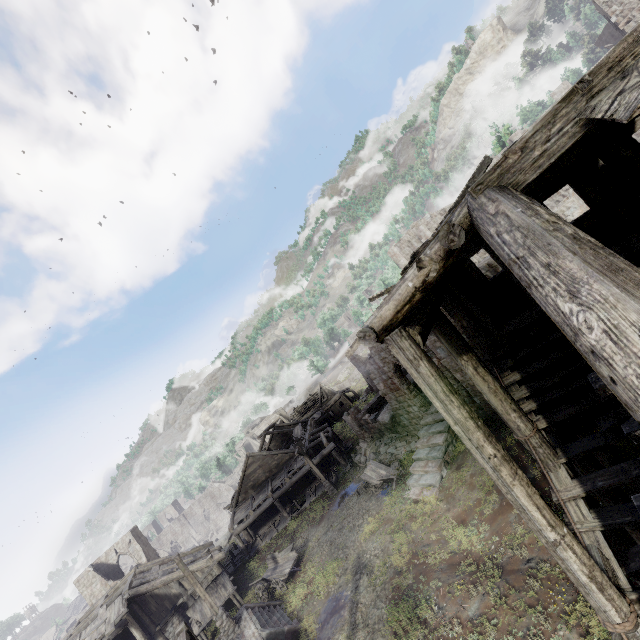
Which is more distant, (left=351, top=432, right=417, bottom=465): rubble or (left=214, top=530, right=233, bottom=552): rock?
(left=214, top=530, right=233, bottom=552): rock

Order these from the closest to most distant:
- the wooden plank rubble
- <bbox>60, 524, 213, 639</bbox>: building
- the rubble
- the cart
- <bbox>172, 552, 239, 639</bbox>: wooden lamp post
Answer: <bbox>172, 552, 239, 639</bbox>: wooden lamp post
the cart
<bbox>60, 524, 213, 639</bbox>: building
the rubble
the wooden plank rubble

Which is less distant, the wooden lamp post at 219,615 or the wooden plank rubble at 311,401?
the wooden lamp post at 219,615

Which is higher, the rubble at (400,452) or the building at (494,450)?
the building at (494,450)

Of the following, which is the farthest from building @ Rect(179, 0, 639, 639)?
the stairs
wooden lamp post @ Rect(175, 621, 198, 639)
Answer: wooden lamp post @ Rect(175, 621, 198, 639)

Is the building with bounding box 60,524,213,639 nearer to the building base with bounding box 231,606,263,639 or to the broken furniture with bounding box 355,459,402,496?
the broken furniture with bounding box 355,459,402,496

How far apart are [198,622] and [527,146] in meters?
31.2 m

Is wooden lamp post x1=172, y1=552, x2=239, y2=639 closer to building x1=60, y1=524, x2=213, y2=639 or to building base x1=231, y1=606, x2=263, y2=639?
building base x1=231, y1=606, x2=263, y2=639
